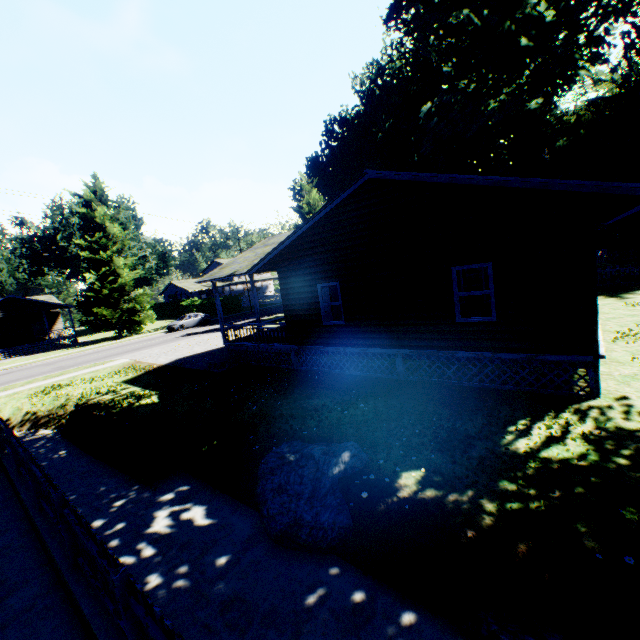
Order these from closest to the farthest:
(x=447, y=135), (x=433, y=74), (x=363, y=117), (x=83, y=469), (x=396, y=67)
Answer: (x=83, y=469) < (x=447, y=135) < (x=433, y=74) < (x=363, y=117) < (x=396, y=67)

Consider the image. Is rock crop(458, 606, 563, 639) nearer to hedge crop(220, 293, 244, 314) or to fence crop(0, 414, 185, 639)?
fence crop(0, 414, 185, 639)

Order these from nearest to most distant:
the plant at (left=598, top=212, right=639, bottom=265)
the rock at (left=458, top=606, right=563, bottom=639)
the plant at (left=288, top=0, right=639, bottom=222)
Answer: the rock at (left=458, top=606, right=563, bottom=639), the plant at (left=288, top=0, right=639, bottom=222), the plant at (left=598, top=212, right=639, bottom=265)

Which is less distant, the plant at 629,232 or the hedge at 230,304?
the plant at 629,232

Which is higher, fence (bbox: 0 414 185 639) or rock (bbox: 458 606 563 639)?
fence (bbox: 0 414 185 639)

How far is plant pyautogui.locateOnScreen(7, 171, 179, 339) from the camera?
35.41m

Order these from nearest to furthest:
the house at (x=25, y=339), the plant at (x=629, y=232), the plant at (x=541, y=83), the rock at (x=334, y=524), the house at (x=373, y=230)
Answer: the rock at (x=334, y=524)
the house at (x=373, y=230)
the plant at (x=541, y=83)
the plant at (x=629, y=232)
the house at (x=25, y=339)

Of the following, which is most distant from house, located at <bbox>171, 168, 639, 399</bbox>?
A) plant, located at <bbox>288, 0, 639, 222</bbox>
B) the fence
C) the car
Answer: the car
